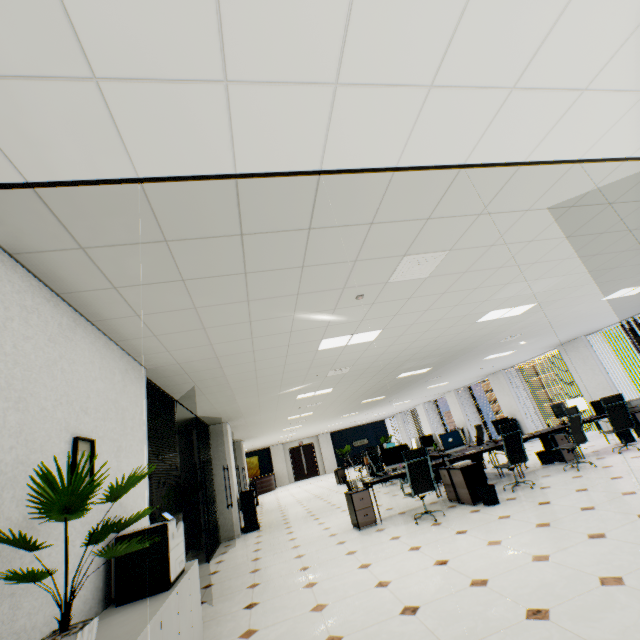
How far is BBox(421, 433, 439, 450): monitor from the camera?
10.3m

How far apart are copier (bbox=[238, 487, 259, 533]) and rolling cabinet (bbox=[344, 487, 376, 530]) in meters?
3.7 m

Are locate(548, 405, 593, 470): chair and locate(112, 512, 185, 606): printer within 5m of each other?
no

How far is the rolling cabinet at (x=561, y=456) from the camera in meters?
7.3 m

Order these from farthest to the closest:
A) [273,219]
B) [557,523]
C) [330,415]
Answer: [330,415]
[557,523]
[273,219]

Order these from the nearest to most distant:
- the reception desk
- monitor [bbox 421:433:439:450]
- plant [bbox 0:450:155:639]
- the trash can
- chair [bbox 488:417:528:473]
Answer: plant [bbox 0:450:155:639], the trash can, chair [bbox 488:417:528:473], monitor [bbox 421:433:439:450], the reception desk

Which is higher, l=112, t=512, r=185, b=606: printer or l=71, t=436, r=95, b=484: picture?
l=71, t=436, r=95, b=484: picture

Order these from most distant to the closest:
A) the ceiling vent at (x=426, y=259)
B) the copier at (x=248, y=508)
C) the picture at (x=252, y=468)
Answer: the picture at (x=252, y=468) → the copier at (x=248, y=508) → the ceiling vent at (x=426, y=259)
